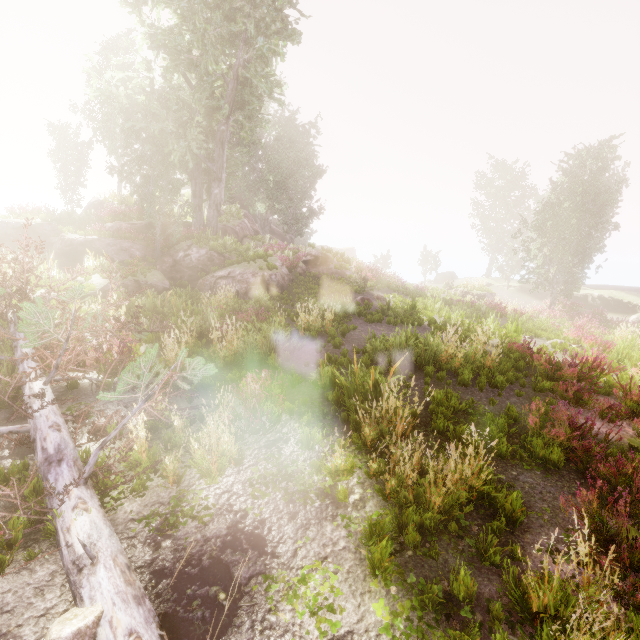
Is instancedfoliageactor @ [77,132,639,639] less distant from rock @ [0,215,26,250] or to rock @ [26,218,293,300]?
rock @ [26,218,293,300]

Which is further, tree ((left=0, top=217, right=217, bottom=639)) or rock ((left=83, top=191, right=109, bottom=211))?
rock ((left=83, top=191, right=109, bottom=211))

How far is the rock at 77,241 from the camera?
17.0 meters

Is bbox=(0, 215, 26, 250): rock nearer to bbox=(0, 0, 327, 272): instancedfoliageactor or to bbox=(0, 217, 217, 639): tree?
bbox=(0, 0, 327, 272): instancedfoliageactor

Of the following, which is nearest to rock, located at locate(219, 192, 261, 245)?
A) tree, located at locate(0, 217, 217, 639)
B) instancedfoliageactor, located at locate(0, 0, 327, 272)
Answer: instancedfoliageactor, located at locate(0, 0, 327, 272)

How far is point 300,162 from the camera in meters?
35.2

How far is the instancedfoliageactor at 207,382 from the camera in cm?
731
